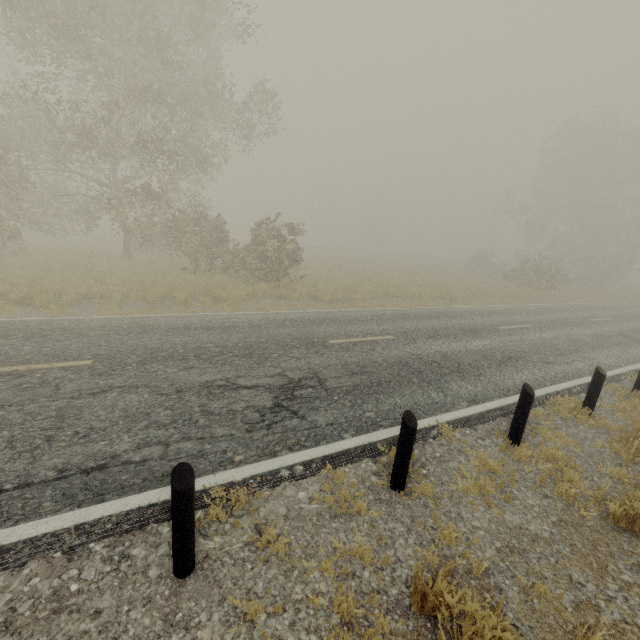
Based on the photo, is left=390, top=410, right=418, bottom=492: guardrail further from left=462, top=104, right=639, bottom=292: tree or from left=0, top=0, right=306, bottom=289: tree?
left=462, top=104, right=639, bottom=292: tree

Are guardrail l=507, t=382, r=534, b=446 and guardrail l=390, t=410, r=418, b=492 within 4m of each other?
yes

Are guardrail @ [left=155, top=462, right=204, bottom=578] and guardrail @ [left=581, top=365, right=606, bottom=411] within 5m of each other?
no

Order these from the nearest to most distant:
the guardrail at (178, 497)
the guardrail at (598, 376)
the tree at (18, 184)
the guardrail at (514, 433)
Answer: the guardrail at (178, 497) → the guardrail at (514, 433) → the guardrail at (598, 376) → the tree at (18, 184)

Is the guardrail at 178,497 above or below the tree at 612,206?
below

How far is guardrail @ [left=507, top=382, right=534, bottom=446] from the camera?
5.09m

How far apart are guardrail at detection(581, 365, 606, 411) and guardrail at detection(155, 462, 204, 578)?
6.9m

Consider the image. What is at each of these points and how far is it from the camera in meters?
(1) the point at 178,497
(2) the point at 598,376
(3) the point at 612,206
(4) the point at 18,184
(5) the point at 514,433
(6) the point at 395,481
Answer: (1) guardrail, 2.6
(2) guardrail, 6.3
(3) tree, 31.0
(4) tree, 17.7
(5) guardrail, 5.3
(6) guardrail, 4.1
